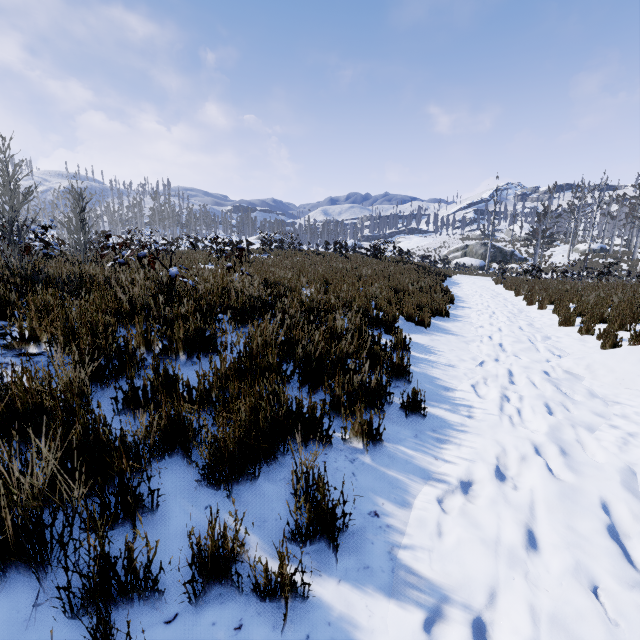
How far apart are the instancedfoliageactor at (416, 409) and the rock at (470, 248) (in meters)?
45.89

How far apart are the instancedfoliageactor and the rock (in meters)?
45.89

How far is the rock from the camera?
39.3 meters

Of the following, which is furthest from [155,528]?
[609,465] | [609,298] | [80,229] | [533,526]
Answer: [609,298]

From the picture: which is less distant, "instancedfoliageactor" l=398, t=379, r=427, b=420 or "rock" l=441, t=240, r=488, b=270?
"instancedfoliageactor" l=398, t=379, r=427, b=420

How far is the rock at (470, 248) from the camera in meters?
39.3

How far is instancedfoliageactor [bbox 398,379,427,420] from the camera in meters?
2.9

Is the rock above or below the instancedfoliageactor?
above
